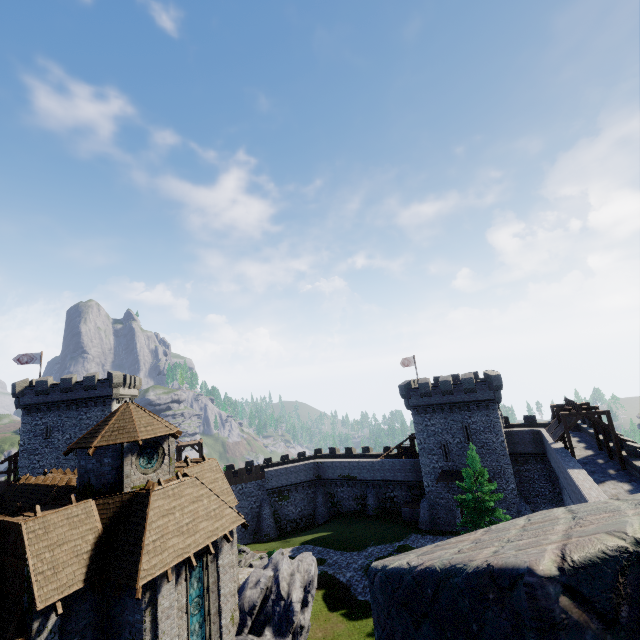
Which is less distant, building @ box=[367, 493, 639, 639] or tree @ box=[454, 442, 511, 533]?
building @ box=[367, 493, 639, 639]

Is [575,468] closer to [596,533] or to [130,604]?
[130,604]

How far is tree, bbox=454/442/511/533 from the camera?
28.4 meters

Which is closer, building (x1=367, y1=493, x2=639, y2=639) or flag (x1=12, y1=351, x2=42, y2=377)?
building (x1=367, y1=493, x2=639, y2=639)

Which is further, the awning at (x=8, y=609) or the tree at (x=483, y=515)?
the tree at (x=483, y=515)

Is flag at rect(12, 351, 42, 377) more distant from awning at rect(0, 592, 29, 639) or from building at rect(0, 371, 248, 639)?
awning at rect(0, 592, 29, 639)

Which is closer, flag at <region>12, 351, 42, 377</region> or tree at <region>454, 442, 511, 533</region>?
tree at <region>454, 442, 511, 533</region>

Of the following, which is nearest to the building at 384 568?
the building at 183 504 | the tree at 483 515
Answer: the building at 183 504
